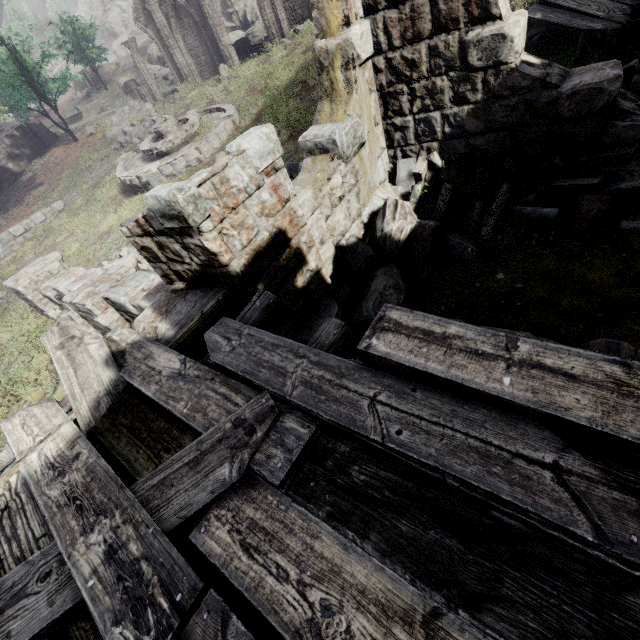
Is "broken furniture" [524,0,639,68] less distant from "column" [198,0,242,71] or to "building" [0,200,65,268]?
"building" [0,200,65,268]

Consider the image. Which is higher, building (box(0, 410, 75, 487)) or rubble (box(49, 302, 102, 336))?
building (box(0, 410, 75, 487))

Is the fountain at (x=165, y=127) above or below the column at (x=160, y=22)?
below

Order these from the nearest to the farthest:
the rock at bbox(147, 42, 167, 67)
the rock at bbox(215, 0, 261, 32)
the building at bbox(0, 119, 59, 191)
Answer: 1. the building at bbox(0, 119, 59, 191)
2. the rock at bbox(215, 0, 261, 32)
3. the rock at bbox(147, 42, 167, 67)

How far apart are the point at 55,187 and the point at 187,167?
14.55m

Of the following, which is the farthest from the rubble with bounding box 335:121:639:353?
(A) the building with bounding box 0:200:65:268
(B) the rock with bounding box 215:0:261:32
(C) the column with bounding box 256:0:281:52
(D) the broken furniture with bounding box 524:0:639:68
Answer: (C) the column with bounding box 256:0:281:52

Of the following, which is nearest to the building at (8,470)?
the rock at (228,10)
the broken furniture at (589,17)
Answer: the broken furniture at (589,17)

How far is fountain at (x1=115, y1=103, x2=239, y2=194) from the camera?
12.83m
